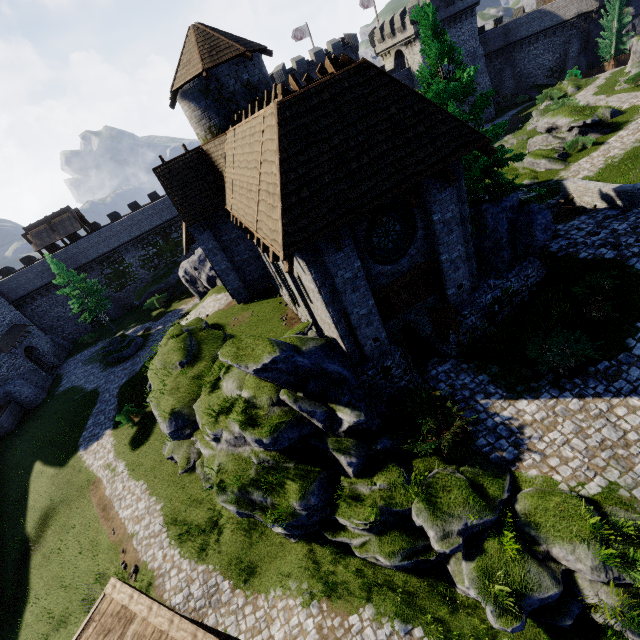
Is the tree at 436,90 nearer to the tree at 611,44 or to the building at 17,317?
the building at 17,317

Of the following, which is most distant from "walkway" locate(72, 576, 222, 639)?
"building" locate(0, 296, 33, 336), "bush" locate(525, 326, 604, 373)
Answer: "building" locate(0, 296, 33, 336)

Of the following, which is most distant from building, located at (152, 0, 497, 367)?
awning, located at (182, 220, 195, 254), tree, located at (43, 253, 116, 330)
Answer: tree, located at (43, 253, 116, 330)

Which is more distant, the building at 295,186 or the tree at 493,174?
the tree at 493,174

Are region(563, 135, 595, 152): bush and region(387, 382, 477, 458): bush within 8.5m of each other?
no

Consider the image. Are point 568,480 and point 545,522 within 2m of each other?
yes

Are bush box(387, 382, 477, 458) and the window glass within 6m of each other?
yes

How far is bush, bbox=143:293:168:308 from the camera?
39.7 meters
